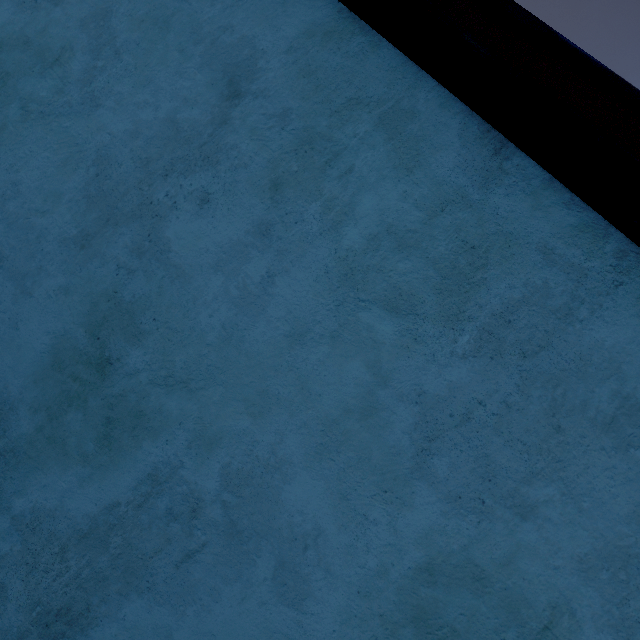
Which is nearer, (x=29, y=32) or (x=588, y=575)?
(x=588, y=575)
